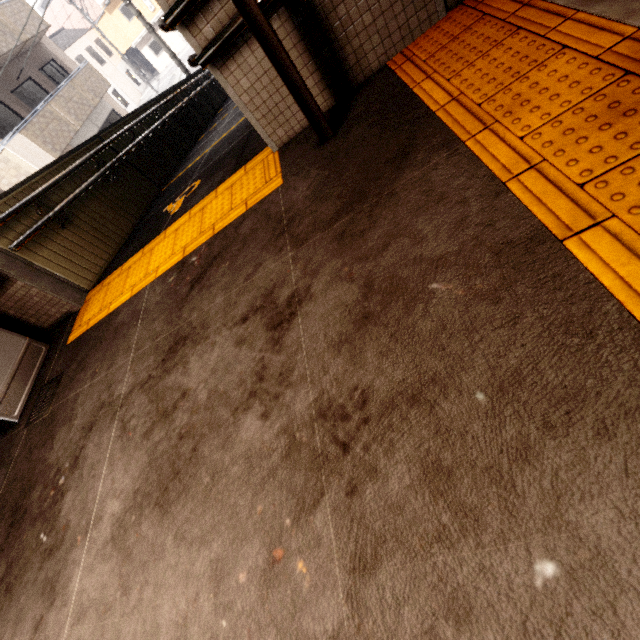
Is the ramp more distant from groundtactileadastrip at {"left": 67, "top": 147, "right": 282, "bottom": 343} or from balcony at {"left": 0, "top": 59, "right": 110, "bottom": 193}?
balcony at {"left": 0, "top": 59, "right": 110, "bottom": 193}

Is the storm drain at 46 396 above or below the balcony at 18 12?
below

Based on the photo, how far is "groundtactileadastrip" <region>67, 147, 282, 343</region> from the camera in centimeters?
257cm

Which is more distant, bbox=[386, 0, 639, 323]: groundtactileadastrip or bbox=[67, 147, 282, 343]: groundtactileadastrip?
bbox=[67, 147, 282, 343]: groundtactileadastrip

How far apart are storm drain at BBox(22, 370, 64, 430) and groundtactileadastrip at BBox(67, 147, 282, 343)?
0.4 meters

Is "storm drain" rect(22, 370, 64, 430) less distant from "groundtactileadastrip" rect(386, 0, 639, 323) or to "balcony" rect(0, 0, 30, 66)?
"groundtactileadastrip" rect(386, 0, 639, 323)

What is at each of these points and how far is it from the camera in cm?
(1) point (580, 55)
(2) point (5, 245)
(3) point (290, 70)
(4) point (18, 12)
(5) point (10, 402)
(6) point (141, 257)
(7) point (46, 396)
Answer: (1) groundtactileadastrip, 138
(2) ramp, 325
(3) exterior awning, 195
(4) balcony, 1438
(5) ticket machine, 310
(6) groundtactileadastrip, 330
(7) storm drain, 299

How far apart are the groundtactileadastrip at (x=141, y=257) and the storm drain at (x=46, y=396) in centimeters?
36cm
